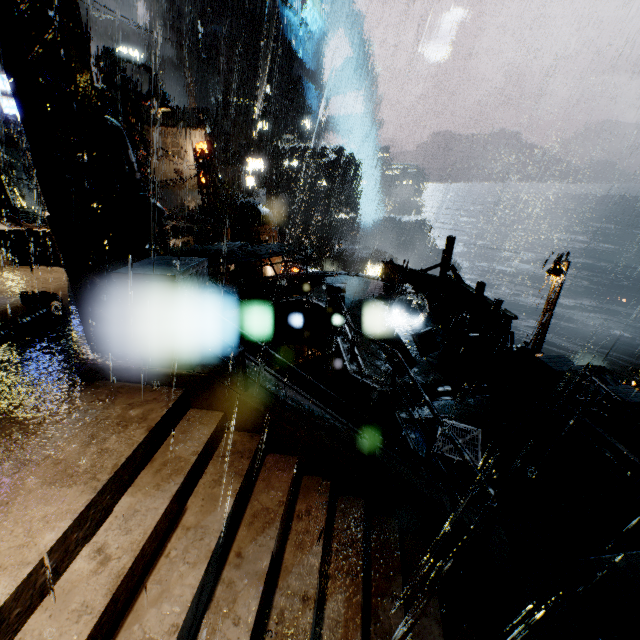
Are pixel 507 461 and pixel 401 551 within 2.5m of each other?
no

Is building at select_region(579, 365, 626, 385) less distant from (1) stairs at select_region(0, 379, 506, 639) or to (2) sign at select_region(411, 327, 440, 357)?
(2) sign at select_region(411, 327, 440, 357)

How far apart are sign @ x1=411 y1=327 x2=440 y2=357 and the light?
8.3 meters

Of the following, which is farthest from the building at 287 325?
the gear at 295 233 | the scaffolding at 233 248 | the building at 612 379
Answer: the building at 612 379

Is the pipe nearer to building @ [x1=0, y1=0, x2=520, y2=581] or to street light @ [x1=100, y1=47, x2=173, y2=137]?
building @ [x1=0, y1=0, x2=520, y2=581]

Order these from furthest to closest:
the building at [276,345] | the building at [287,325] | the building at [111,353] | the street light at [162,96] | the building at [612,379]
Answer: the building at [612,379] < the building at [276,345] < the building at [287,325] < the street light at [162,96] < the building at [111,353]

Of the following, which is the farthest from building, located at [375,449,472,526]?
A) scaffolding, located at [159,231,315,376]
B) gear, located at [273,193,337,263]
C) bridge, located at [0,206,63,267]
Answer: gear, located at [273,193,337,263]

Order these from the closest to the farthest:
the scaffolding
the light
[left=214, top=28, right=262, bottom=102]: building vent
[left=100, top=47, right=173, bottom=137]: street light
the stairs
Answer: the stairs → the light → the scaffolding → [left=100, top=47, right=173, bottom=137]: street light → [left=214, top=28, right=262, bottom=102]: building vent
